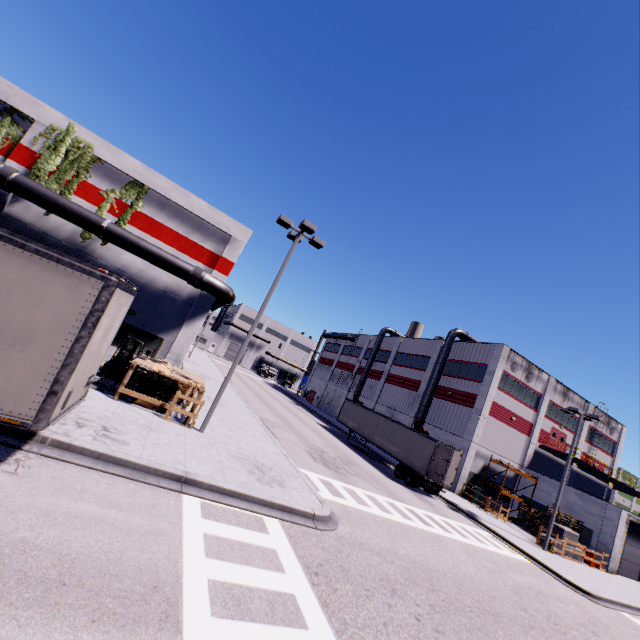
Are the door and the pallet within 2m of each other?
no

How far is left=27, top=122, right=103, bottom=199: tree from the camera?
16.4m

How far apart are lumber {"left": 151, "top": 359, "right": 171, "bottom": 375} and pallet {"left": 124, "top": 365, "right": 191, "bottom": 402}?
0.46m

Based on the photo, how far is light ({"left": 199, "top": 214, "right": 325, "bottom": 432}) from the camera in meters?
13.4 m

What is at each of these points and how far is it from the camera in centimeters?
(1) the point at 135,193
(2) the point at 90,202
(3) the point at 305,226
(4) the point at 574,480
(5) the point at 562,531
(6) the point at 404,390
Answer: (1) tree, 1836cm
(2) building, 1758cm
(3) light, 1401cm
(4) building, 3634cm
(5) concrete block, 2288cm
(6) building, 4100cm

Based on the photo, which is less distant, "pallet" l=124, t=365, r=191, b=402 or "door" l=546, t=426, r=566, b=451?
"pallet" l=124, t=365, r=191, b=402

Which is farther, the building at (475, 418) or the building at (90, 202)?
the building at (475, 418)

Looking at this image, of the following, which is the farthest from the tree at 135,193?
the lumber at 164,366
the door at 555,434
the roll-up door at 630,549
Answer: the door at 555,434
